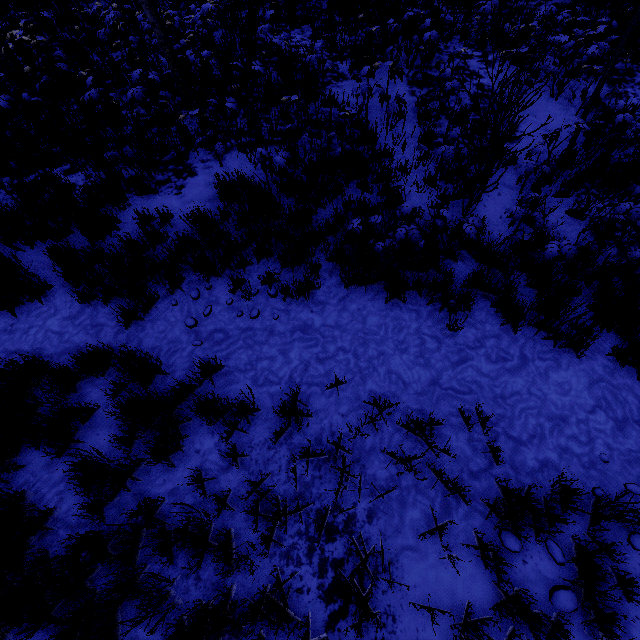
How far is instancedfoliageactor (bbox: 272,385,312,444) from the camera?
3.54m

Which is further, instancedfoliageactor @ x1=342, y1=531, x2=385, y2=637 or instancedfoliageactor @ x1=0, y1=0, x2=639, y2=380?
instancedfoliageactor @ x1=0, y1=0, x2=639, y2=380

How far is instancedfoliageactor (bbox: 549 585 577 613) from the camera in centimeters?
278cm

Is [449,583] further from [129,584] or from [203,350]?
[203,350]

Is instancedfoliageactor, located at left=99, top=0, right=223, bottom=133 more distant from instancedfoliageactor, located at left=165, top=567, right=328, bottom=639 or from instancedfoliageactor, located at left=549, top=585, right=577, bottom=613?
instancedfoliageactor, located at left=549, top=585, right=577, bottom=613

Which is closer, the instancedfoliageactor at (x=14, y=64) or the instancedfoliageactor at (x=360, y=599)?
the instancedfoliageactor at (x=360, y=599)

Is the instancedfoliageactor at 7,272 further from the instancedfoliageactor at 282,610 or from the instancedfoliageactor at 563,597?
the instancedfoliageactor at 563,597
